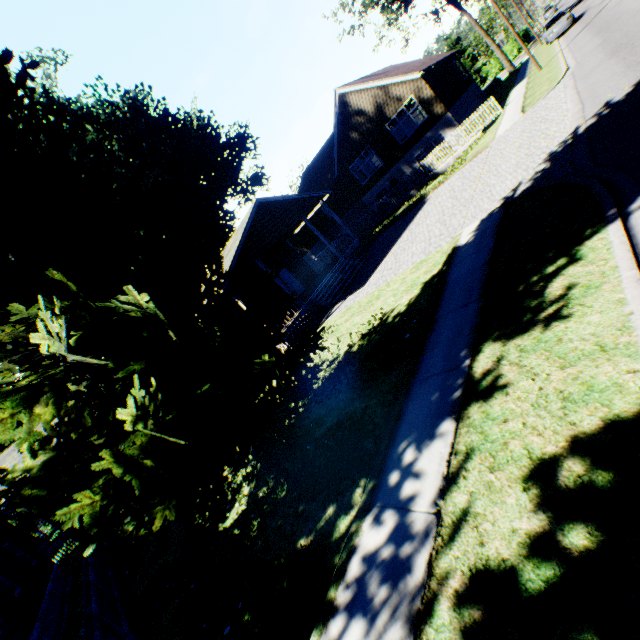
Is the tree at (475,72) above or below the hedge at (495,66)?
above

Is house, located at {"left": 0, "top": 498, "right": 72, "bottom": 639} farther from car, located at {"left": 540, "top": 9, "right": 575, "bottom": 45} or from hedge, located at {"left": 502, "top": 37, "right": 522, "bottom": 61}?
hedge, located at {"left": 502, "top": 37, "right": 522, "bottom": 61}

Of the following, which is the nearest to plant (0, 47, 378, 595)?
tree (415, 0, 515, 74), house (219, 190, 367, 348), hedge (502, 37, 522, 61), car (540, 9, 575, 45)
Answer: house (219, 190, 367, 348)

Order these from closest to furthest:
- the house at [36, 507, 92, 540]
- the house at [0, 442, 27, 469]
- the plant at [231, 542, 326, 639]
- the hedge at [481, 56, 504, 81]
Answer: the plant at [231, 542, 326, 639] → the house at [36, 507, 92, 540] → the house at [0, 442, 27, 469] → the hedge at [481, 56, 504, 81]

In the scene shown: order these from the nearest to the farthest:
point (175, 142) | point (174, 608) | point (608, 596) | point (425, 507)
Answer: point (608, 596)
point (425, 507)
point (174, 608)
point (175, 142)

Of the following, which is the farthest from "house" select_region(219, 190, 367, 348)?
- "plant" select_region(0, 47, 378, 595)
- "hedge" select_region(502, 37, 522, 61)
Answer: "hedge" select_region(502, 37, 522, 61)

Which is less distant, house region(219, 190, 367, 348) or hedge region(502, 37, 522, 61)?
house region(219, 190, 367, 348)

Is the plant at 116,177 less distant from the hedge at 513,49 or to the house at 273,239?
the house at 273,239
